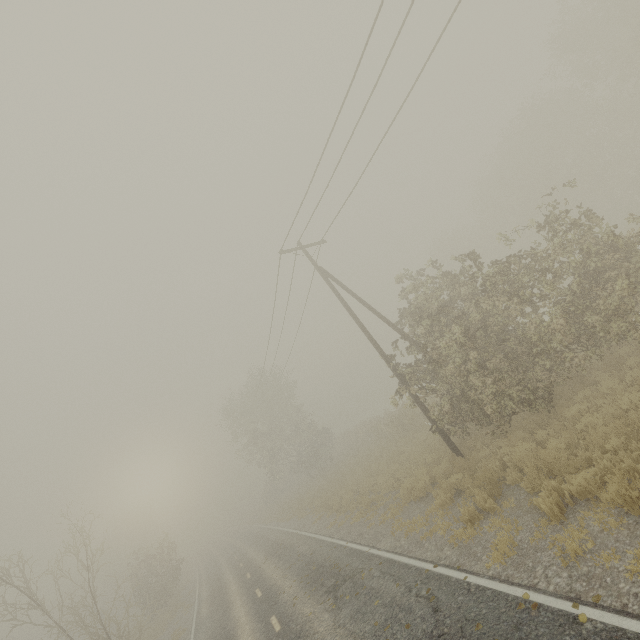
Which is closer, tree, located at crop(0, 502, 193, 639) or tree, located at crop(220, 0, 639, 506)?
tree, located at crop(220, 0, 639, 506)

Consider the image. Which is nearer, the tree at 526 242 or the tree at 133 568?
the tree at 526 242

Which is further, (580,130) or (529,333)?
(580,130)
